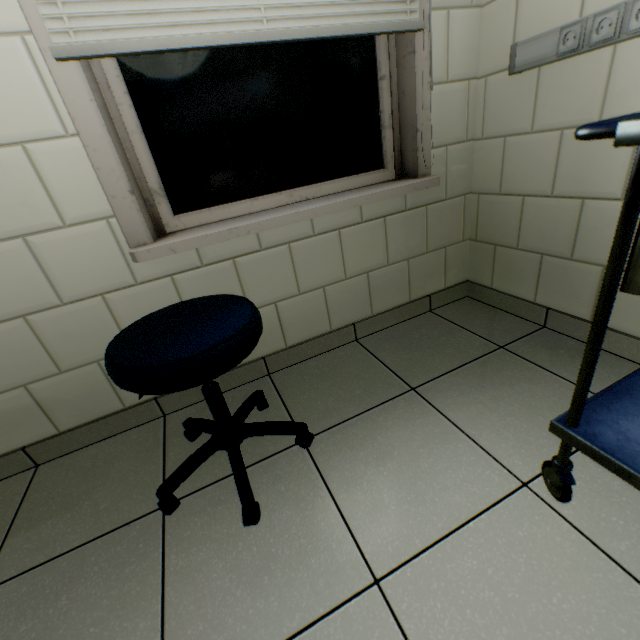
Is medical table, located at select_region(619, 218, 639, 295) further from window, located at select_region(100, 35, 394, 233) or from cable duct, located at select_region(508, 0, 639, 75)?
window, located at select_region(100, 35, 394, 233)

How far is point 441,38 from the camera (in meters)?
1.35

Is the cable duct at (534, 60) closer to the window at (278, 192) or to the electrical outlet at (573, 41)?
the electrical outlet at (573, 41)

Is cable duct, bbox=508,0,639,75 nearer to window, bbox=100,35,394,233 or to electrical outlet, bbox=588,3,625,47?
electrical outlet, bbox=588,3,625,47

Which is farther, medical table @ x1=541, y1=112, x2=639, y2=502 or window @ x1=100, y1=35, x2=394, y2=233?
window @ x1=100, y1=35, x2=394, y2=233

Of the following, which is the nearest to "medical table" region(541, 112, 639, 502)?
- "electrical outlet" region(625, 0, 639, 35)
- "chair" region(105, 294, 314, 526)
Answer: "electrical outlet" region(625, 0, 639, 35)

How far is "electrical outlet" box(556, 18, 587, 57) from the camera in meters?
1.1

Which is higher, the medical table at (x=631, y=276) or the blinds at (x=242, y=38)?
the blinds at (x=242, y=38)
